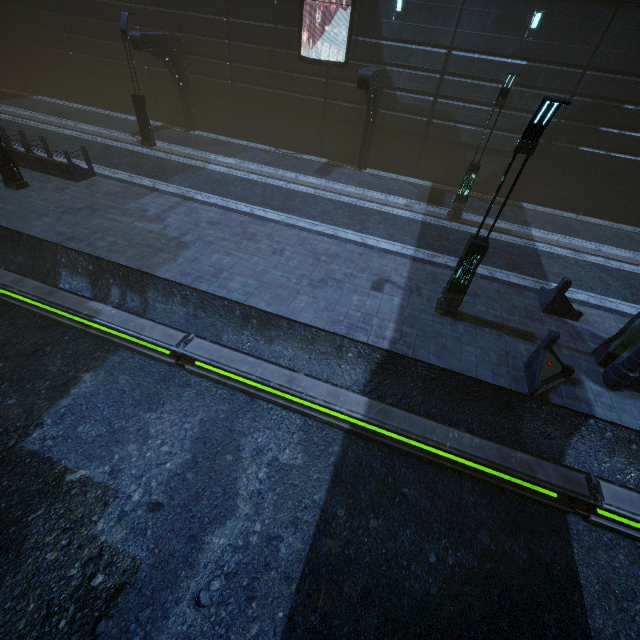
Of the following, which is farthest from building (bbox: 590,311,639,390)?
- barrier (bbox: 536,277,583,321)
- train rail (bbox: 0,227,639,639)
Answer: barrier (bbox: 536,277,583,321)

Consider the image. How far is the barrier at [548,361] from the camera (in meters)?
7.84

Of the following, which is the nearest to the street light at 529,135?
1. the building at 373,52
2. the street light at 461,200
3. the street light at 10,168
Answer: the building at 373,52

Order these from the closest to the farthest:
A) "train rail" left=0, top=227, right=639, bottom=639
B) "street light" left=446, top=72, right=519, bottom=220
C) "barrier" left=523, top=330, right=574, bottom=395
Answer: "train rail" left=0, top=227, right=639, bottom=639 → "barrier" left=523, top=330, right=574, bottom=395 → "street light" left=446, top=72, right=519, bottom=220

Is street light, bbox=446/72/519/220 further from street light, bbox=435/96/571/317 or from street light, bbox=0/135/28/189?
street light, bbox=0/135/28/189

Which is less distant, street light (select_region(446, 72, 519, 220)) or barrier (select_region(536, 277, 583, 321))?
barrier (select_region(536, 277, 583, 321))

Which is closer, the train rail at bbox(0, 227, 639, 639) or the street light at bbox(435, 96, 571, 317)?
the train rail at bbox(0, 227, 639, 639)

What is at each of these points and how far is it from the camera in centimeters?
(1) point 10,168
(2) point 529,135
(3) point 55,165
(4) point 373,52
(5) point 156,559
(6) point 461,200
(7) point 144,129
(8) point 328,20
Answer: (1) street light, 1252cm
(2) street light, 670cm
(3) building, 1390cm
(4) building, 1622cm
(5) train rail, 571cm
(6) street light, 1472cm
(7) street light, 1783cm
(8) building, 1620cm
